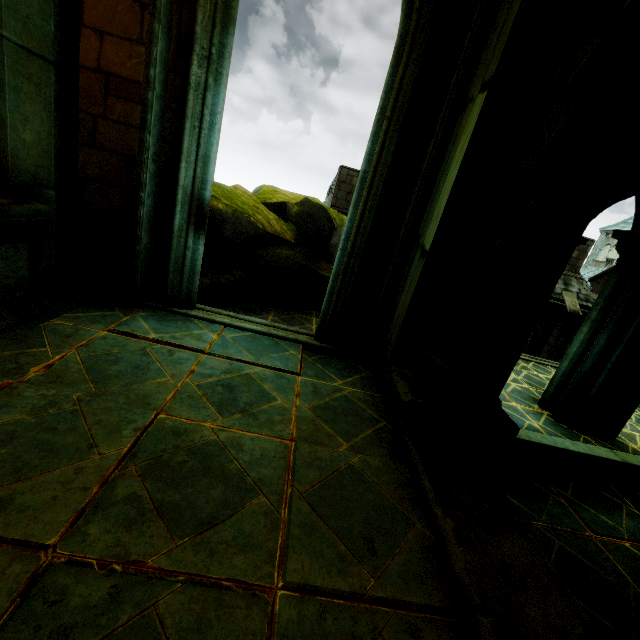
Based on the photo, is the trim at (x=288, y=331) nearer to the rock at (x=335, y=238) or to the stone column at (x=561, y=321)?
the rock at (x=335, y=238)

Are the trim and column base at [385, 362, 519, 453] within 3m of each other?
yes

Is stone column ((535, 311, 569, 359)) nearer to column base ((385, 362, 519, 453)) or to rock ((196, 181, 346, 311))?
rock ((196, 181, 346, 311))

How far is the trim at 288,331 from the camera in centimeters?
432cm

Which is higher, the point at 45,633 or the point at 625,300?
the point at 625,300

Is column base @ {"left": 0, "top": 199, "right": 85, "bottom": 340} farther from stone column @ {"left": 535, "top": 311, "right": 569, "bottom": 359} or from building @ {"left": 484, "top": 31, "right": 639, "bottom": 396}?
stone column @ {"left": 535, "top": 311, "right": 569, "bottom": 359}

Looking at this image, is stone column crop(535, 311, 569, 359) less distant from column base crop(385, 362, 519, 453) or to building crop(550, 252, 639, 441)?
building crop(550, 252, 639, 441)

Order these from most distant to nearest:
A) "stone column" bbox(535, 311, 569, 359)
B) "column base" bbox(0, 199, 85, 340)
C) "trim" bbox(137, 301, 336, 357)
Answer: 1. "stone column" bbox(535, 311, 569, 359)
2. "trim" bbox(137, 301, 336, 357)
3. "column base" bbox(0, 199, 85, 340)
